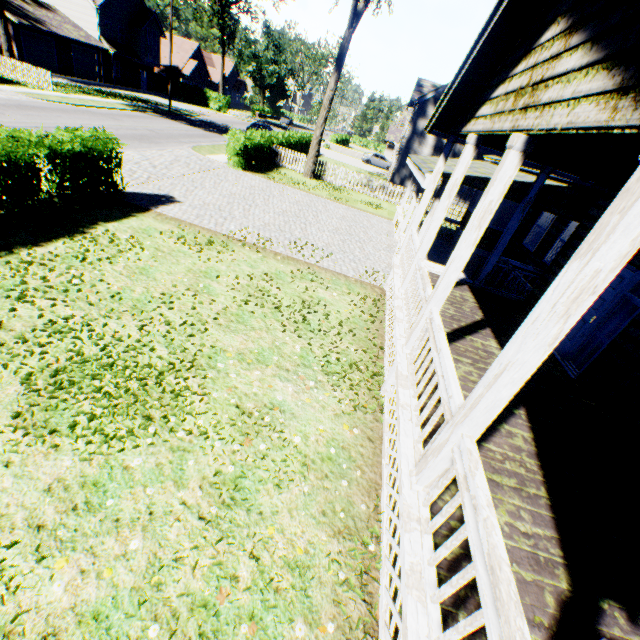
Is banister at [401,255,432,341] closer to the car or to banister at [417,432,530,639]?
banister at [417,432,530,639]

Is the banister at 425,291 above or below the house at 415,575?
above

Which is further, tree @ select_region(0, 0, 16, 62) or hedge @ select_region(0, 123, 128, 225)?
tree @ select_region(0, 0, 16, 62)

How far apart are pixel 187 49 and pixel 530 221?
62.85m

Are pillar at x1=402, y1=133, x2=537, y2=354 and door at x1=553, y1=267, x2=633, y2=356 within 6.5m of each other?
yes

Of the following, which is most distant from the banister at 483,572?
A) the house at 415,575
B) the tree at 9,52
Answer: the tree at 9,52

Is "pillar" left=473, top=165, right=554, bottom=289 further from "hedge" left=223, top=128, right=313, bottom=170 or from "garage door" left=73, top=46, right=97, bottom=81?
"garage door" left=73, top=46, right=97, bottom=81

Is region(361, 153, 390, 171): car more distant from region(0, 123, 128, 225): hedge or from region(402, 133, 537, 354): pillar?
region(402, 133, 537, 354): pillar
